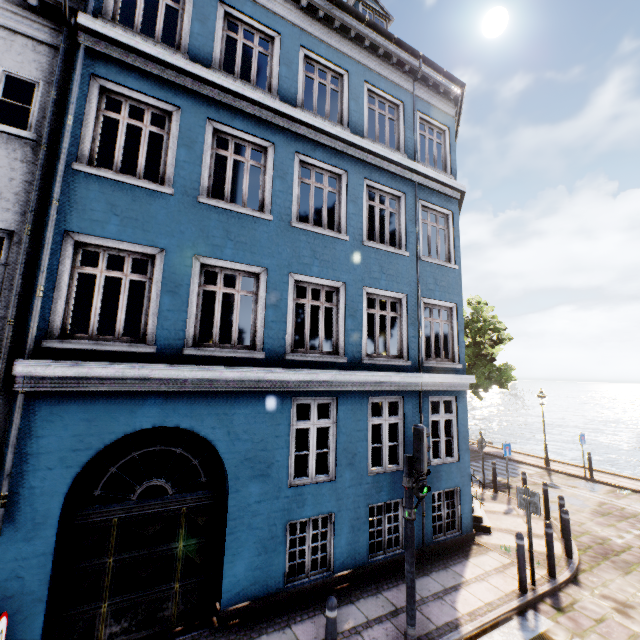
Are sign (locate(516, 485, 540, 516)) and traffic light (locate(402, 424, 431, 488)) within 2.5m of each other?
no

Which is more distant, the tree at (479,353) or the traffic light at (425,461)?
the tree at (479,353)

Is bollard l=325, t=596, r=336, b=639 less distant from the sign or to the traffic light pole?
the traffic light pole

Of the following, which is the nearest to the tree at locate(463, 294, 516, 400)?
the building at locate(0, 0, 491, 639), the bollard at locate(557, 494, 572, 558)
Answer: the building at locate(0, 0, 491, 639)

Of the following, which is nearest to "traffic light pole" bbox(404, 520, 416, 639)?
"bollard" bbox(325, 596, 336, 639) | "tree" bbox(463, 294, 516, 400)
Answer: "bollard" bbox(325, 596, 336, 639)

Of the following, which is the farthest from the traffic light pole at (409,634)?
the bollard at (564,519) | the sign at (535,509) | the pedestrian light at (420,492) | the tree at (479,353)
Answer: the tree at (479,353)

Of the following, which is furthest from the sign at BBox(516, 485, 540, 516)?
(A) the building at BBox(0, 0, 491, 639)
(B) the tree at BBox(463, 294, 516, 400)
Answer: (B) the tree at BBox(463, 294, 516, 400)

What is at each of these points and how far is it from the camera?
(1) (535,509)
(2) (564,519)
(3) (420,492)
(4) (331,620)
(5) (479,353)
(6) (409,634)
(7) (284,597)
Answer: (1) sign, 7.0m
(2) bollard, 8.1m
(3) pedestrian light, 5.6m
(4) bollard, 4.6m
(5) tree, 22.5m
(6) traffic light pole, 5.1m
(7) building, 6.1m
